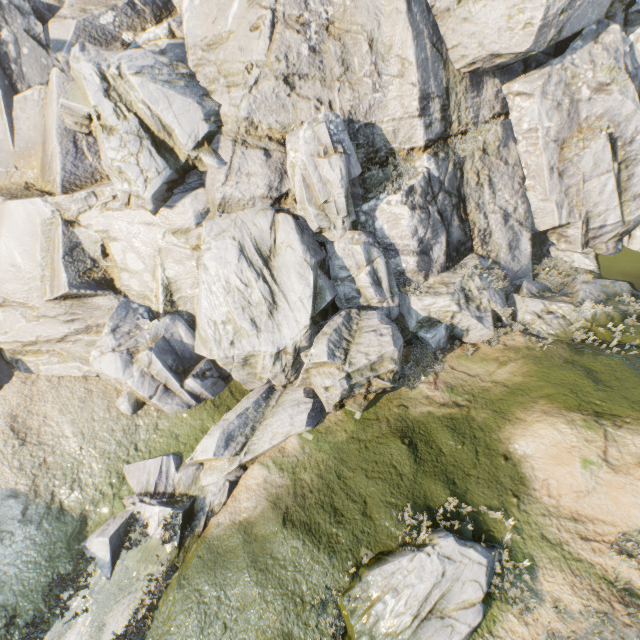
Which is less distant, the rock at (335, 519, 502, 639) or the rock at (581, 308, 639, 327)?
the rock at (335, 519, 502, 639)

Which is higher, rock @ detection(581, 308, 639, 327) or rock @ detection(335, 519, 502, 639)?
rock @ detection(581, 308, 639, 327)

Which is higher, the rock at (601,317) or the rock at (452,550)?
the rock at (601,317)

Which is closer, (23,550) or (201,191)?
(23,550)

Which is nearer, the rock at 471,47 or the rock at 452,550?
the rock at 452,550
